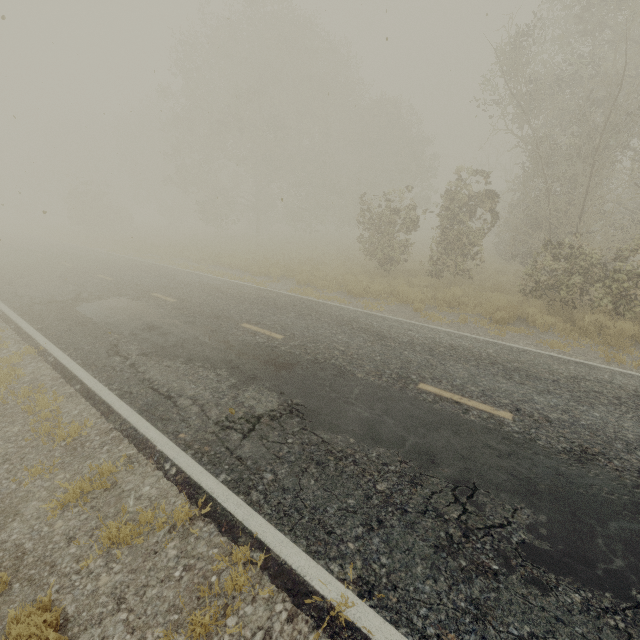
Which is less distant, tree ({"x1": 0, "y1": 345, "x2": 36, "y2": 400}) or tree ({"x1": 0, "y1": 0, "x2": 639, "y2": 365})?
tree ({"x1": 0, "y1": 345, "x2": 36, "y2": 400})

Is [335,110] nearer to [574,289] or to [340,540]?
[574,289]

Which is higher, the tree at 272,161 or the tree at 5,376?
the tree at 272,161

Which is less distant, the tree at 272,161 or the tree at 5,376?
the tree at 5,376

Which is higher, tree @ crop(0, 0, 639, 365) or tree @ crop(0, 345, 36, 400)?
tree @ crop(0, 0, 639, 365)
